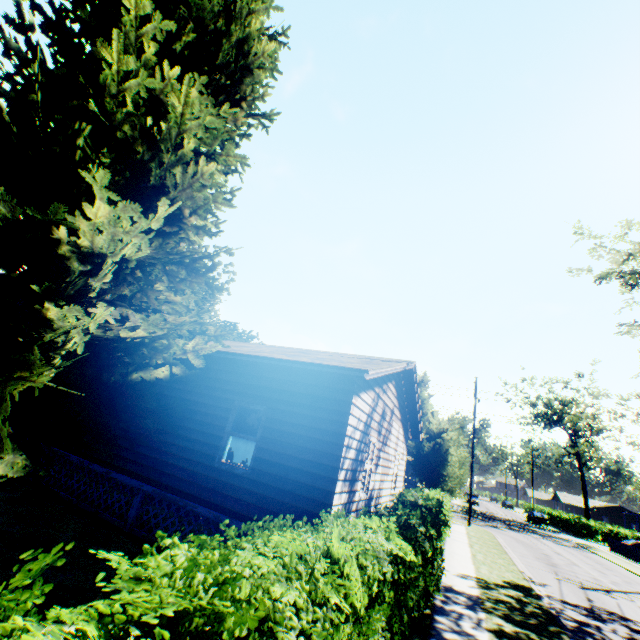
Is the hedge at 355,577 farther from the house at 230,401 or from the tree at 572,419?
the tree at 572,419

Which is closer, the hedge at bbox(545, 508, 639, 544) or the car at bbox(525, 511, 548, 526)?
the hedge at bbox(545, 508, 639, 544)

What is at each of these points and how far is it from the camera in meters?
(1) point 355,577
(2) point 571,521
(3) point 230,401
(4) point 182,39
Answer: (1) hedge, 3.6 m
(2) hedge, 45.0 m
(3) house, 8.4 m
(4) plant, 9.8 m

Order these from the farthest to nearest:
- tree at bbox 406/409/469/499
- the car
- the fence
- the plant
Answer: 1. the car
2. the fence
3. tree at bbox 406/409/469/499
4. the plant

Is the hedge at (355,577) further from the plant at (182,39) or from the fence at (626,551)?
the fence at (626,551)

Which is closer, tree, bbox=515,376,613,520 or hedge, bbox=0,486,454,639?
hedge, bbox=0,486,454,639

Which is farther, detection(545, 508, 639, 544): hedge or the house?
detection(545, 508, 639, 544): hedge

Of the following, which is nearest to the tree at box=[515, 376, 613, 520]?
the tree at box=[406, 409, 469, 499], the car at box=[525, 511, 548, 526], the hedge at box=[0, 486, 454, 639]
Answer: the car at box=[525, 511, 548, 526]
